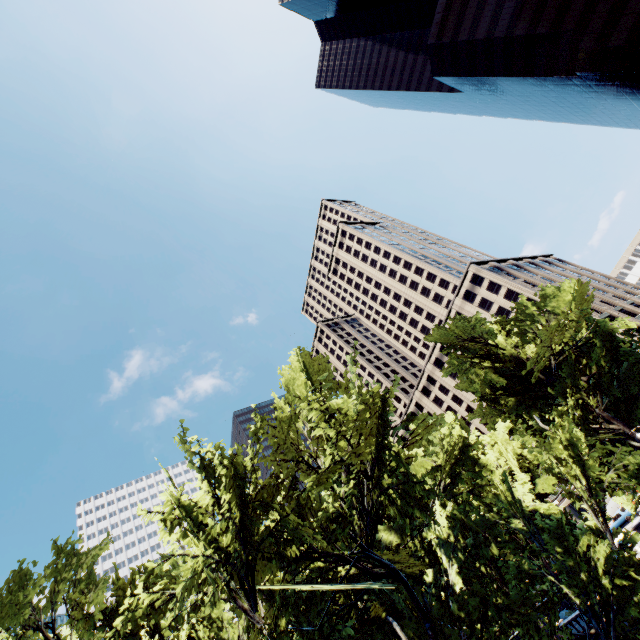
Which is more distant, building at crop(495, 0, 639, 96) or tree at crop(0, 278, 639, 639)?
building at crop(495, 0, 639, 96)

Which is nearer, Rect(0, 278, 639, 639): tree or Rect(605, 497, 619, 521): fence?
Rect(0, 278, 639, 639): tree

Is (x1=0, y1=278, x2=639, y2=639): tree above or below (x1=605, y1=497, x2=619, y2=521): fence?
above

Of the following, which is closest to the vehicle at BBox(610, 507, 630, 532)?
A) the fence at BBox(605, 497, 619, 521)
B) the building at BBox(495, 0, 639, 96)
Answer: the fence at BBox(605, 497, 619, 521)

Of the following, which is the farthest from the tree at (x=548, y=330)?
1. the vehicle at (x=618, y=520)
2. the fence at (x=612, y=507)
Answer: the fence at (x=612, y=507)

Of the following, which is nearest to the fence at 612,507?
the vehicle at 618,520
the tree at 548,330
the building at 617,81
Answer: the vehicle at 618,520

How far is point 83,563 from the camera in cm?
1195

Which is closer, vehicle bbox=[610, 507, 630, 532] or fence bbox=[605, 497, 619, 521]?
vehicle bbox=[610, 507, 630, 532]
